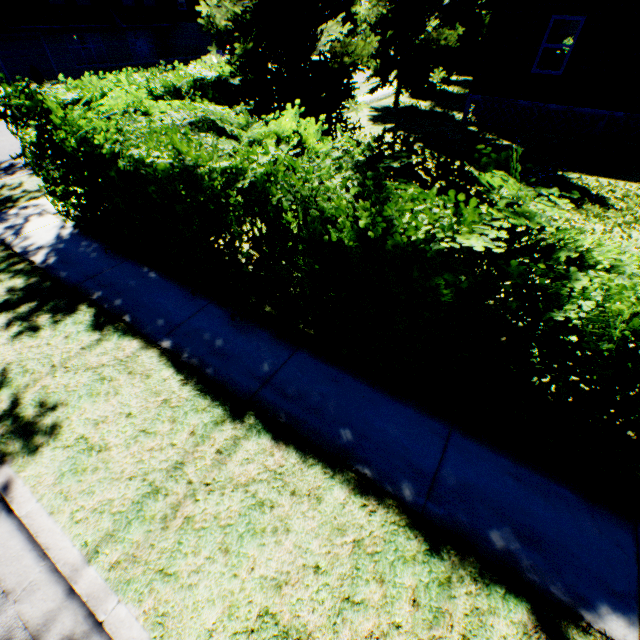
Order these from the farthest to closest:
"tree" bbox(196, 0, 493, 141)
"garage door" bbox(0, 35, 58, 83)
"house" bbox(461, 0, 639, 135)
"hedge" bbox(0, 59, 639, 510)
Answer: "garage door" bbox(0, 35, 58, 83) < "house" bbox(461, 0, 639, 135) < "tree" bbox(196, 0, 493, 141) < "hedge" bbox(0, 59, 639, 510)

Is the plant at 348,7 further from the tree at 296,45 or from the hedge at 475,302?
the hedge at 475,302

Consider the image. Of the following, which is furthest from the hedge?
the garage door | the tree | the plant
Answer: the plant

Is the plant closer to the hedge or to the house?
the house

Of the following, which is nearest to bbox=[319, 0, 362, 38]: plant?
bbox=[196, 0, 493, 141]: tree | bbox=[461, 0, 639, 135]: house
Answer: bbox=[196, 0, 493, 141]: tree

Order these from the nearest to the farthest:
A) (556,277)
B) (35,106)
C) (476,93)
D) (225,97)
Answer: (556,277) → (35,106) → (225,97) → (476,93)

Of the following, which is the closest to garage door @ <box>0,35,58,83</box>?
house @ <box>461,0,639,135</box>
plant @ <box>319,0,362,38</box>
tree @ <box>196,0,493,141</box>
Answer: tree @ <box>196,0,493,141</box>

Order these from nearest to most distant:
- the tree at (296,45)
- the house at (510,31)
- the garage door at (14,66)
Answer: the tree at (296,45) → the house at (510,31) → the garage door at (14,66)
